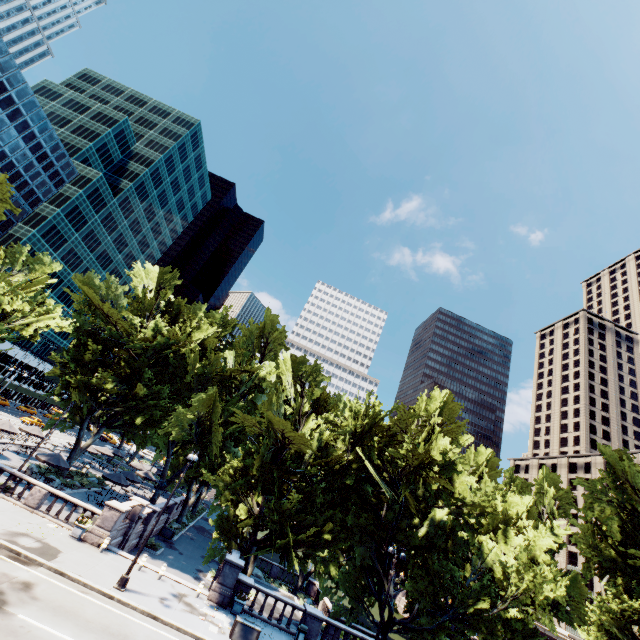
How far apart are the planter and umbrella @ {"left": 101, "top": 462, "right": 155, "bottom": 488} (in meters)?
15.19

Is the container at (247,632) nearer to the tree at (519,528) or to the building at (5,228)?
the tree at (519,528)

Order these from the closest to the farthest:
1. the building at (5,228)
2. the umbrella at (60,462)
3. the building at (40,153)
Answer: the umbrella at (60,462) < the building at (40,153) < the building at (5,228)

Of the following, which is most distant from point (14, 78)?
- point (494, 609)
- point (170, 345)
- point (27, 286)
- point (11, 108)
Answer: point (494, 609)

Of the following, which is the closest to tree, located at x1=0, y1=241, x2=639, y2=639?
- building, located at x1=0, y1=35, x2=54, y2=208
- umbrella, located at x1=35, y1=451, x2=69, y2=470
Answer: umbrella, located at x1=35, y1=451, x2=69, y2=470

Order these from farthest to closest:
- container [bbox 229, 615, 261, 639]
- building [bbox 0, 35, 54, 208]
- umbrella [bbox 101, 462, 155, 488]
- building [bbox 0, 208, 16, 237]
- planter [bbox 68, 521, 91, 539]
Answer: building [bbox 0, 208, 16, 237], building [bbox 0, 35, 54, 208], umbrella [bbox 101, 462, 155, 488], planter [bbox 68, 521, 91, 539], container [bbox 229, 615, 261, 639]

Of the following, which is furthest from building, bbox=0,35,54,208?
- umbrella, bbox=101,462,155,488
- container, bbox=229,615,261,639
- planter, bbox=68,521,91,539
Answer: container, bbox=229,615,261,639

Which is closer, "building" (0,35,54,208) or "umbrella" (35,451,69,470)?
"umbrella" (35,451,69,470)
